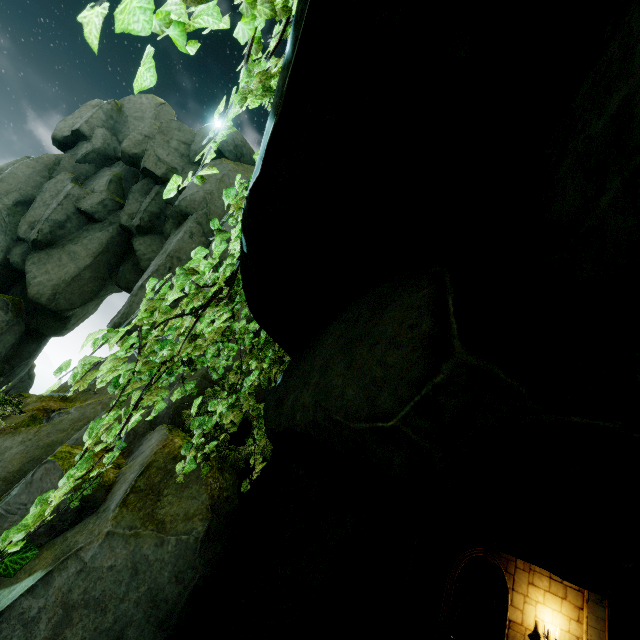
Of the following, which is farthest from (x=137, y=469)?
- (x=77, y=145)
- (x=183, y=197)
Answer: (x=77, y=145)

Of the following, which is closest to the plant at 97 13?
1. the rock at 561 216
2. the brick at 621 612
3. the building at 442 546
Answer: the rock at 561 216

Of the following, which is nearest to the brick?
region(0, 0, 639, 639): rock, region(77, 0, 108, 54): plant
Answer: region(0, 0, 639, 639): rock

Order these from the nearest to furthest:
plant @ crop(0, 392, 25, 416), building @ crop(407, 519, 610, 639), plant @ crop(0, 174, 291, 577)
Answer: plant @ crop(0, 174, 291, 577) → plant @ crop(0, 392, 25, 416) → building @ crop(407, 519, 610, 639)

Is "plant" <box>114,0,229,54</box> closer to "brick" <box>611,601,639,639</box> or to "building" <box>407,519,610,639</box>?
"building" <box>407,519,610,639</box>

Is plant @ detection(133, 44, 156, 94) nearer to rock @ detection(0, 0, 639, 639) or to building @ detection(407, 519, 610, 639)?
rock @ detection(0, 0, 639, 639)

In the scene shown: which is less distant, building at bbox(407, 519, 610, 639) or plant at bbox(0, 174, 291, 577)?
plant at bbox(0, 174, 291, 577)

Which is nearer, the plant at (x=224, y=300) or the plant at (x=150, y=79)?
the plant at (x=150, y=79)
